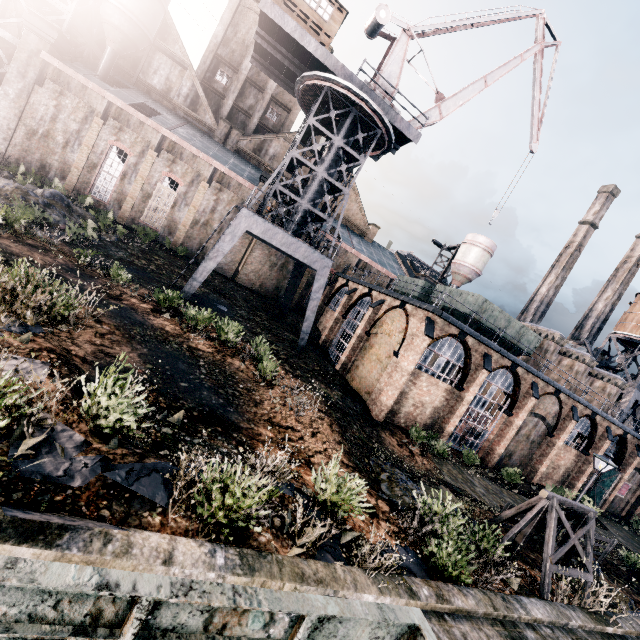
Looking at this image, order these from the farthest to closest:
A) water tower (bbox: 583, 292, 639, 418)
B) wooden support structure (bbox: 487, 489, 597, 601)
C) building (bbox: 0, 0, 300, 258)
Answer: water tower (bbox: 583, 292, 639, 418)
building (bbox: 0, 0, 300, 258)
wooden support structure (bbox: 487, 489, 597, 601)

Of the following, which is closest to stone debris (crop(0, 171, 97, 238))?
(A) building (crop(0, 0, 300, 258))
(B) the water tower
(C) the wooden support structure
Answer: (A) building (crop(0, 0, 300, 258))

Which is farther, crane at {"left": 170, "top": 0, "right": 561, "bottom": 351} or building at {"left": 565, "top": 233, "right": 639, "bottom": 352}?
building at {"left": 565, "top": 233, "right": 639, "bottom": 352}

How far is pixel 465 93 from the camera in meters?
28.2 m

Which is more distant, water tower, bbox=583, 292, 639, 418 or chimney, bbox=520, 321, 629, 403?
water tower, bbox=583, 292, 639, 418

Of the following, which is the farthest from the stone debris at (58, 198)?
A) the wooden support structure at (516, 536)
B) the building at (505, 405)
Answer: the wooden support structure at (516, 536)

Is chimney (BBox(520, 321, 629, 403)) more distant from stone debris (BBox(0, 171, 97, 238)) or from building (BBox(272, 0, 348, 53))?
stone debris (BBox(0, 171, 97, 238))

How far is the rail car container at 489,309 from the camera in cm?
2391
